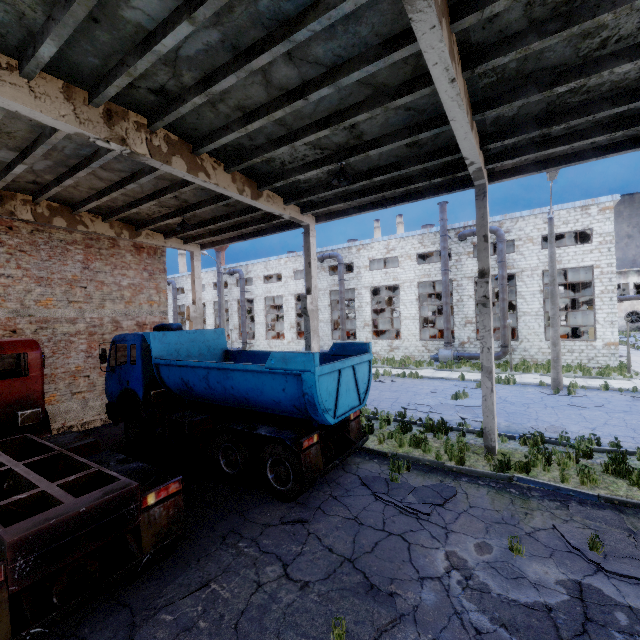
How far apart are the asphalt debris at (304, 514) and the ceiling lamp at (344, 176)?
7.64m

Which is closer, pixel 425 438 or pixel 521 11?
pixel 521 11

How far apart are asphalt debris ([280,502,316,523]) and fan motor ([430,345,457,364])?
21.3m

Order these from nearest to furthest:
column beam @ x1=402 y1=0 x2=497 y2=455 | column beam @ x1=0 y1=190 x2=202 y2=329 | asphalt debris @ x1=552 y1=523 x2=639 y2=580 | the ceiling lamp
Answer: column beam @ x1=402 y1=0 x2=497 y2=455
asphalt debris @ x1=552 y1=523 x2=639 y2=580
the ceiling lamp
column beam @ x1=0 y1=190 x2=202 y2=329

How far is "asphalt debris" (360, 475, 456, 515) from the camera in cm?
653

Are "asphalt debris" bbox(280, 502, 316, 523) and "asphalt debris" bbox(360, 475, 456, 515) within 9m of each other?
yes

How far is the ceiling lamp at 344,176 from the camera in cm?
808

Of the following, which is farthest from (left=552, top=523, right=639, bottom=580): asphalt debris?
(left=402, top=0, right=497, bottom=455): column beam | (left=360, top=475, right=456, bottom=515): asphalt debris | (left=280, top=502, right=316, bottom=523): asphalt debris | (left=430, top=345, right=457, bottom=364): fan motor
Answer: (left=430, top=345, right=457, bottom=364): fan motor
